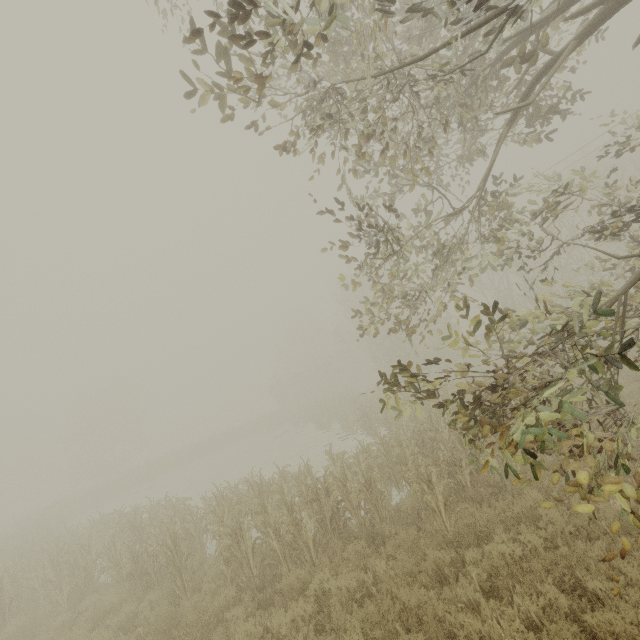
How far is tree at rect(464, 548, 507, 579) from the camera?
5.2m

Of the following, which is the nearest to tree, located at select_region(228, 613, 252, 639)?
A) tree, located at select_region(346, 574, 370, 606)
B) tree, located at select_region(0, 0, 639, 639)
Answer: tree, located at select_region(346, 574, 370, 606)

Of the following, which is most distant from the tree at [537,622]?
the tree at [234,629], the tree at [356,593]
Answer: the tree at [234,629]

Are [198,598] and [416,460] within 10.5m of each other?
yes

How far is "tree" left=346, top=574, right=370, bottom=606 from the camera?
5.9m

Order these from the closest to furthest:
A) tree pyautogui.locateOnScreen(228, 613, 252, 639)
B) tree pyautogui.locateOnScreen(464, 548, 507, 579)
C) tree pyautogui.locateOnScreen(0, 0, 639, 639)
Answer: tree pyautogui.locateOnScreen(0, 0, 639, 639), tree pyautogui.locateOnScreen(464, 548, 507, 579), tree pyautogui.locateOnScreen(228, 613, 252, 639)
